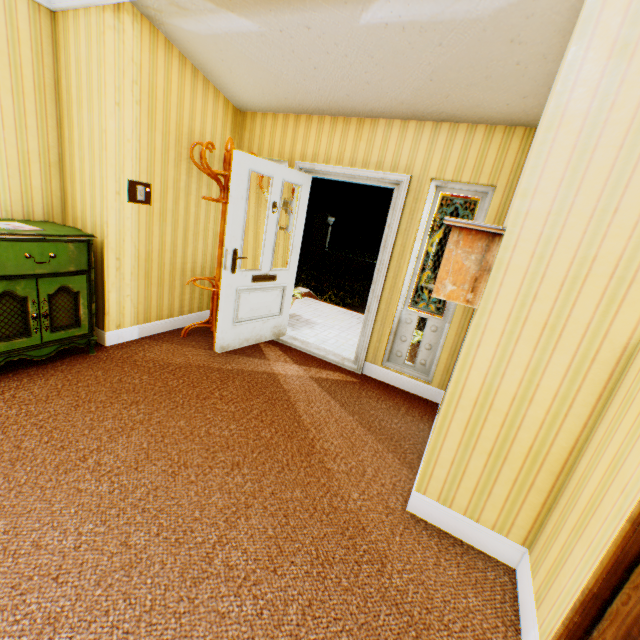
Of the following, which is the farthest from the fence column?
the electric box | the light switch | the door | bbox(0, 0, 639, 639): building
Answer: the electric box

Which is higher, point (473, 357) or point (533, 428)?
point (473, 357)

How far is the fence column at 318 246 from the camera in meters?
17.1 m

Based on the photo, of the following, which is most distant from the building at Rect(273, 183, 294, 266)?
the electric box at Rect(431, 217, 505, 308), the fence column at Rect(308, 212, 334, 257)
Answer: the fence column at Rect(308, 212, 334, 257)

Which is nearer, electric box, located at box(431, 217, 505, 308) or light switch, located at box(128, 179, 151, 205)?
electric box, located at box(431, 217, 505, 308)

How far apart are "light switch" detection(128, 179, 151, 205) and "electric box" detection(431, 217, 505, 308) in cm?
303

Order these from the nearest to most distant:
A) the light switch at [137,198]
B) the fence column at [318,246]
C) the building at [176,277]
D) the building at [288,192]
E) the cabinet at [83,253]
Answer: the building at [176,277] → the cabinet at [83,253] → the light switch at [137,198] → the building at [288,192] → the fence column at [318,246]

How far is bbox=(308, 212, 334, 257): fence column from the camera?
17.1m
